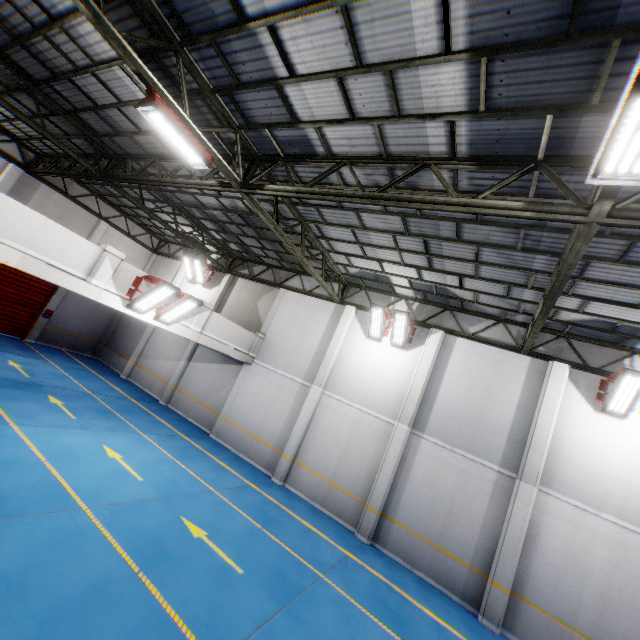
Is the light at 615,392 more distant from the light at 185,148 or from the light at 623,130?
the light at 185,148

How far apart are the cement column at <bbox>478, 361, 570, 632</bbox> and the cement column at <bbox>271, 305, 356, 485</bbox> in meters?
7.3 m

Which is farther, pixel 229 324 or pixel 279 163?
pixel 229 324

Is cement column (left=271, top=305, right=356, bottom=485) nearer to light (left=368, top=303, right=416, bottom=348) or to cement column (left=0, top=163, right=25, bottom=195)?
light (left=368, top=303, right=416, bottom=348)

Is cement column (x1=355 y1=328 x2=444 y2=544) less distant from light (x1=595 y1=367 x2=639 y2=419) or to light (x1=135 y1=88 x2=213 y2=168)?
light (x1=595 y1=367 x2=639 y2=419)

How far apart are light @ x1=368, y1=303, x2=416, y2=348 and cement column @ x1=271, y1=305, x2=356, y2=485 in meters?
1.9

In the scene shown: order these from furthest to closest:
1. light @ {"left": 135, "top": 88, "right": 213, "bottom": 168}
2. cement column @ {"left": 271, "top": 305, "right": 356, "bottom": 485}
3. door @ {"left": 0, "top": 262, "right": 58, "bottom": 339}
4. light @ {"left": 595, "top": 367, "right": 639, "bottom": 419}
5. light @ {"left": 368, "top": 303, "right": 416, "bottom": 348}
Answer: door @ {"left": 0, "top": 262, "right": 58, "bottom": 339}
cement column @ {"left": 271, "top": 305, "right": 356, "bottom": 485}
light @ {"left": 368, "top": 303, "right": 416, "bottom": 348}
light @ {"left": 595, "top": 367, "right": 639, "bottom": 419}
light @ {"left": 135, "top": 88, "right": 213, "bottom": 168}

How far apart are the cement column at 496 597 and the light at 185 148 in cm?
1179
